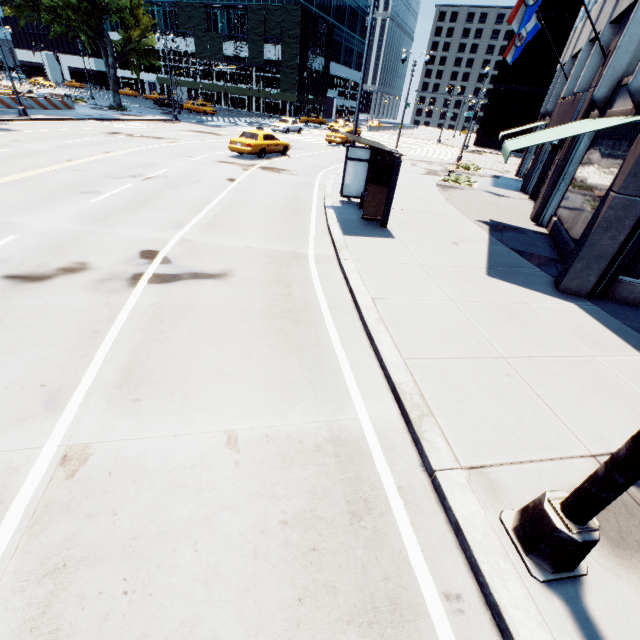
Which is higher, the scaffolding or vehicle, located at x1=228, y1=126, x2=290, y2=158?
the scaffolding

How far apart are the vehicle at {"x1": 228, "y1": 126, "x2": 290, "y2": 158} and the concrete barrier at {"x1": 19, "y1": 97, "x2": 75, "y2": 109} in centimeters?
2306cm

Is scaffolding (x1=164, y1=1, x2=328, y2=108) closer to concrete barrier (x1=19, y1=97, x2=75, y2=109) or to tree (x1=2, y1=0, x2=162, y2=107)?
tree (x1=2, y1=0, x2=162, y2=107)

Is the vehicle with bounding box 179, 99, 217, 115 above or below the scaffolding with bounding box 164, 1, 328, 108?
below

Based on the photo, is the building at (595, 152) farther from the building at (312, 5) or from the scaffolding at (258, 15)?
the building at (312, 5)

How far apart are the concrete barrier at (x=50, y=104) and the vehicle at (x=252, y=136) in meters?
23.1

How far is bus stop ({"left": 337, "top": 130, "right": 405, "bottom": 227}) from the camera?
10.0m

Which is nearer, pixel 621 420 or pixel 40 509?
pixel 40 509
